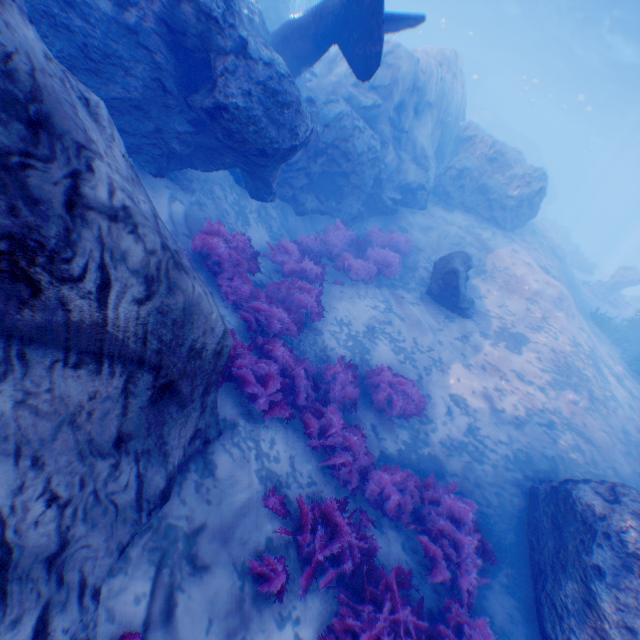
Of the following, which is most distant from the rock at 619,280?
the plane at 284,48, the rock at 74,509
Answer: the plane at 284,48

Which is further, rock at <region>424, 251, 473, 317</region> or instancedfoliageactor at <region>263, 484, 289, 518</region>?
rock at <region>424, 251, 473, 317</region>

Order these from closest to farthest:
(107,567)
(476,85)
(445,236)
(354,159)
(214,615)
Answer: (107,567) < (214,615) < (354,159) < (445,236) < (476,85)

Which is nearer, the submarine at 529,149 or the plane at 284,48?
the plane at 284,48

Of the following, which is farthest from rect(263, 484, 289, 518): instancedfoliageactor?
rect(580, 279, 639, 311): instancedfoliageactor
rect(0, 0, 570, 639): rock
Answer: rect(580, 279, 639, 311): instancedfoliageactor

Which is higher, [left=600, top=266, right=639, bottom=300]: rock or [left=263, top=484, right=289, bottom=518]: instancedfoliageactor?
[left=600, top=266, right=639, bottom=300]: rock

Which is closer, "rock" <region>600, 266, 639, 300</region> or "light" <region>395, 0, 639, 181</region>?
"rock" <region>600, 266, 639, 300</region>

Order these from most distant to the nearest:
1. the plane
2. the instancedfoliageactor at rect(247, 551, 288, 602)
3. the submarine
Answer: the submarine < the plane < the instancedfoliageactor at rect(247, 551, 288, 602)
